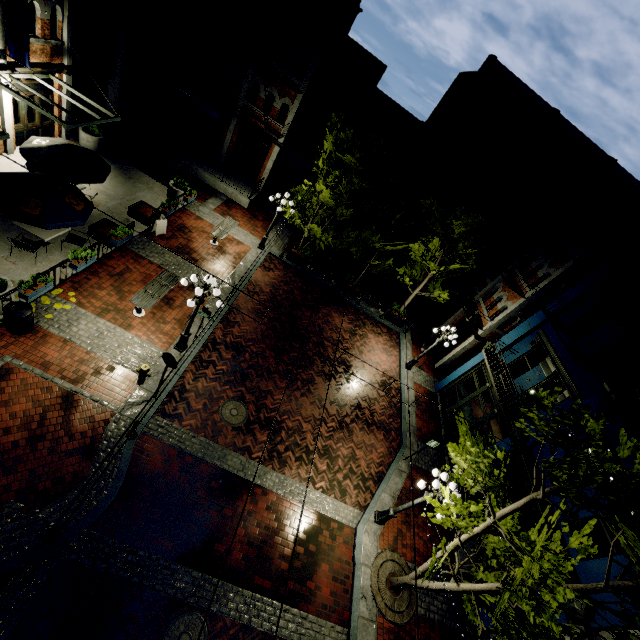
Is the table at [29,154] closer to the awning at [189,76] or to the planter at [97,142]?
the planter at [97,142]

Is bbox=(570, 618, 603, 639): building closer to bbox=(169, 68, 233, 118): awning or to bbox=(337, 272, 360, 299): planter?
bbox=(337, 272, 360, 299): planter

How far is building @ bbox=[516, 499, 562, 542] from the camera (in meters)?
9.75

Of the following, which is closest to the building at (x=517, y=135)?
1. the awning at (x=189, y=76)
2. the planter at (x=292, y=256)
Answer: the planter at (x=292, y=256)

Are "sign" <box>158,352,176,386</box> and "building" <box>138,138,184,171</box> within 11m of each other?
no

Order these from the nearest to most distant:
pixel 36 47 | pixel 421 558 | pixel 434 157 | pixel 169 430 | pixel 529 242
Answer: pixel 169 430 → pixel 421 558 → pixel 36 47 → pixel 529 242 → pixel 434 157

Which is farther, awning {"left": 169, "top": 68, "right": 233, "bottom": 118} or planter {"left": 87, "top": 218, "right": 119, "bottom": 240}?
awning {"left": 169, "top": 68, "right": 233, "bottom": 118}

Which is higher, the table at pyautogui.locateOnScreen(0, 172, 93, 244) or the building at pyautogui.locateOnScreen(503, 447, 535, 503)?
the building at pyautogui.locateOnScreen(503, 447, 535, 503)
